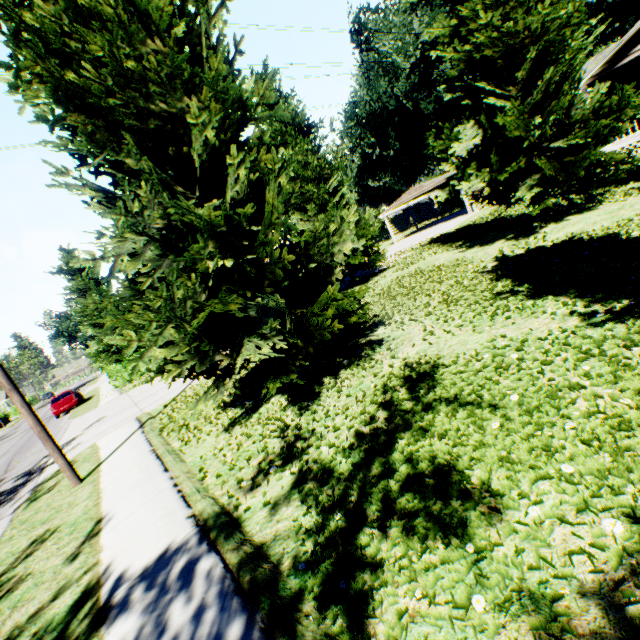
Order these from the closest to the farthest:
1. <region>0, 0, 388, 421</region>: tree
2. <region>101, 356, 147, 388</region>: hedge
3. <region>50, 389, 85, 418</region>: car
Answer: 1. <region>0, 0, 388, 421</region>: tree
2. <region>50, 389, 85, 418</region>: car
3. <region>101, 356, 147, 388</region>: hedge

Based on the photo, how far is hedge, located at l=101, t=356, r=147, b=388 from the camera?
24.8m

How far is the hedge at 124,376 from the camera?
24.8m

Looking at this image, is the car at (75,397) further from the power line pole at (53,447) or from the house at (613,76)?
the house at (613,76)

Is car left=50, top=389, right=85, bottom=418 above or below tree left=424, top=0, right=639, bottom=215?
below

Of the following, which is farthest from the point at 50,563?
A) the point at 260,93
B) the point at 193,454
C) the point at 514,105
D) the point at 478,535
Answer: the point at 514,105

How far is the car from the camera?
24.2m

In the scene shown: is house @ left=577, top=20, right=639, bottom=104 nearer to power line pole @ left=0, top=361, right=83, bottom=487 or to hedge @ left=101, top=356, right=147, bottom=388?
power line pole @ left=0, top=361, right=83, bottom=487
